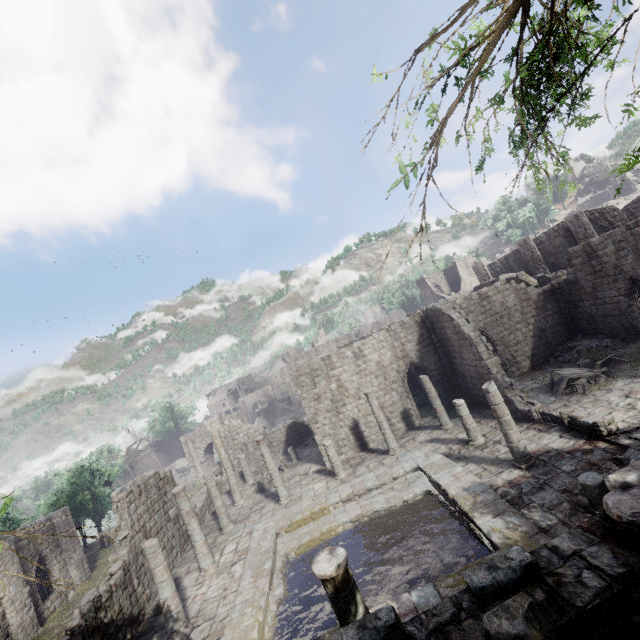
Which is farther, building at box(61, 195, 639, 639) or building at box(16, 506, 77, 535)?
building at box(16, 506, 77, 535)

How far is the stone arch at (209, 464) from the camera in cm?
3891

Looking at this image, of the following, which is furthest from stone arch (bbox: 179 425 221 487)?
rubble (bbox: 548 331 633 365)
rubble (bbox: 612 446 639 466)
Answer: rubble (bbox: 612 446 639 466)

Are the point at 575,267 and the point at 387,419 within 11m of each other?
no

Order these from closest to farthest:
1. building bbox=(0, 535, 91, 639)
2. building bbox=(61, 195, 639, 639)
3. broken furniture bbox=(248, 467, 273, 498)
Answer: building bbox=(61, 195, 639, 639), building bbox=(0, 535, 91, 639), broken furniture bbox=(248, 467, 273, 498)

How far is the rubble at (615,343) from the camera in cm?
1920

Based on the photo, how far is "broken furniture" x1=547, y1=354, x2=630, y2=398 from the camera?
16.2 meters
